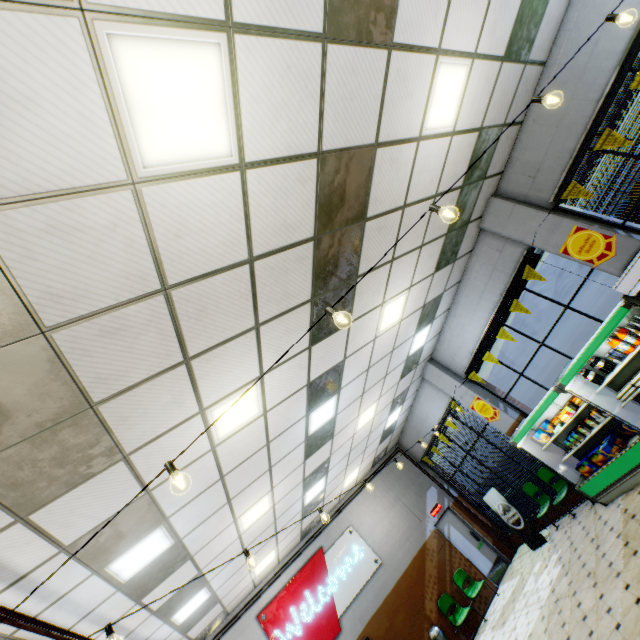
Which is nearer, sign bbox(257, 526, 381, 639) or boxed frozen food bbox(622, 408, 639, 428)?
boxed frozen food bbox(622, 408, 639, 428)

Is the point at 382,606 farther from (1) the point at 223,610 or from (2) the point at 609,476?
(2) the point at 609,476

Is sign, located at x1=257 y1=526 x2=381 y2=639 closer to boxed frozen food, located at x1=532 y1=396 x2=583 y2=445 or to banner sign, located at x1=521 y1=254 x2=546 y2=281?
boxed frozen food, located at x1=532 y1=396 x2=583 y2=445

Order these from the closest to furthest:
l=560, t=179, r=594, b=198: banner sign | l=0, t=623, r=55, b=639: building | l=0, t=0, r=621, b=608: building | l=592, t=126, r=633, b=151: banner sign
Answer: l=0, t=0, r=621, b=608: building
l=0, t=623, r=55, b=639: building
l=592, t=126, r=633, b=151: banner sign
l=560, t=179, r=594, b=198: banner sign

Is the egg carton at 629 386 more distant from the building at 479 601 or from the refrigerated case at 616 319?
the building at 479 601

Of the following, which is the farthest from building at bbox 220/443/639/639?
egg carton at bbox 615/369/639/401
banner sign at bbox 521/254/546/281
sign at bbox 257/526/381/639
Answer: egg carton at bbox 615/369/639/401

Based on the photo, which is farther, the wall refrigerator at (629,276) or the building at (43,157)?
the wall refrigerator at (629,276)

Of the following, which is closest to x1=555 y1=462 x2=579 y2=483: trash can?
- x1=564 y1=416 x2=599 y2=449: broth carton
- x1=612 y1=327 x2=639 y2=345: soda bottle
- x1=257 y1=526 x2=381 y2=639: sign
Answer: x1=564 y1=416 x2=599 y2=449: broth carton
